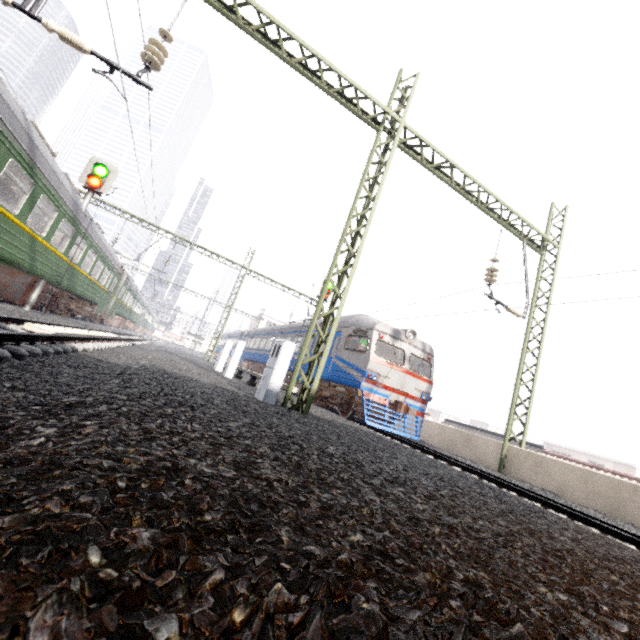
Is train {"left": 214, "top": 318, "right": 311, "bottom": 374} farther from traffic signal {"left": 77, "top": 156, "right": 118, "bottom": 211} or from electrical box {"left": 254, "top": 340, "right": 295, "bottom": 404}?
traffic signal {"left": 77, "top": 156, "right": 118, "bottom": 211}

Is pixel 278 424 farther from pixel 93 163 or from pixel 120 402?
pixel 93 163

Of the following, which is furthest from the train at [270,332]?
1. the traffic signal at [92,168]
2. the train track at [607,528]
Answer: the traffic signal at [92,168]

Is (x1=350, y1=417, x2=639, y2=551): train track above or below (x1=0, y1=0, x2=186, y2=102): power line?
below

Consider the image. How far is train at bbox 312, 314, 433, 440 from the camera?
12.08m

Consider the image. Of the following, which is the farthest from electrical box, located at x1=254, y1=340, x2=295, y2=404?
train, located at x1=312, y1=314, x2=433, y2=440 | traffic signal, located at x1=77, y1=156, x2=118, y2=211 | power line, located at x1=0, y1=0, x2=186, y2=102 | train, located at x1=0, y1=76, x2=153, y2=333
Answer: traffic signal, located at x1=77, y1=156, x2=118, y2=211

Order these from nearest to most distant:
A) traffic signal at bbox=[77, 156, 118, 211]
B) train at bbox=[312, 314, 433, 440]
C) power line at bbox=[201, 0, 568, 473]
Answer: power line at bbox=[201, 0, 568, 473] < traffic signal at bbox=[77, 156, 118, 211] < train at bbox=[312, 314, 433, 440]

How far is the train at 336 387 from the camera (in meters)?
12.08
